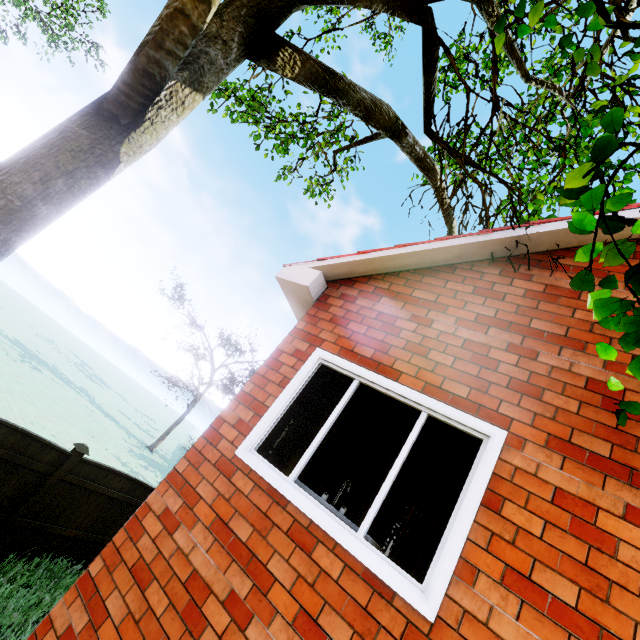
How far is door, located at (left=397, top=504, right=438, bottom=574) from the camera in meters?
4.6

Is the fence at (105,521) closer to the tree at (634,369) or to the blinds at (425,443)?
the tree at (634,369)

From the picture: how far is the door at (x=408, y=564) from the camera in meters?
4.6 m

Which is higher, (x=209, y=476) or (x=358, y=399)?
(x=358, y=399)

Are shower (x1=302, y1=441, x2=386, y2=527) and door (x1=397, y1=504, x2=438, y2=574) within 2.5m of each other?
yes

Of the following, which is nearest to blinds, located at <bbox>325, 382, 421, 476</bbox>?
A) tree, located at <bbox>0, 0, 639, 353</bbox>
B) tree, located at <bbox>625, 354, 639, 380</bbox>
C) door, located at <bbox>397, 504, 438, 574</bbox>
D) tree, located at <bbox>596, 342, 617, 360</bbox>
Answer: tree, located at <bbox>625, 354, 639, 380</bbox>

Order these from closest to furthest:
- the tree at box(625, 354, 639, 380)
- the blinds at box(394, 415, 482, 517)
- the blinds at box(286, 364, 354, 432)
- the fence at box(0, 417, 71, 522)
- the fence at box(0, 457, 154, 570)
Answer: the tree at box(625, 354, 639, 380) → the blinds at box(394, 415, 482, 517) → the blinds at box(286, 364, 354, 432) → the fence at box(0, 417, 71, 522) → the fence at box(0, 457, 154, 570)

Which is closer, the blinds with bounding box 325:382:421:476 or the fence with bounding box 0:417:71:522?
the blinds with bounding box 325:382:421:476
